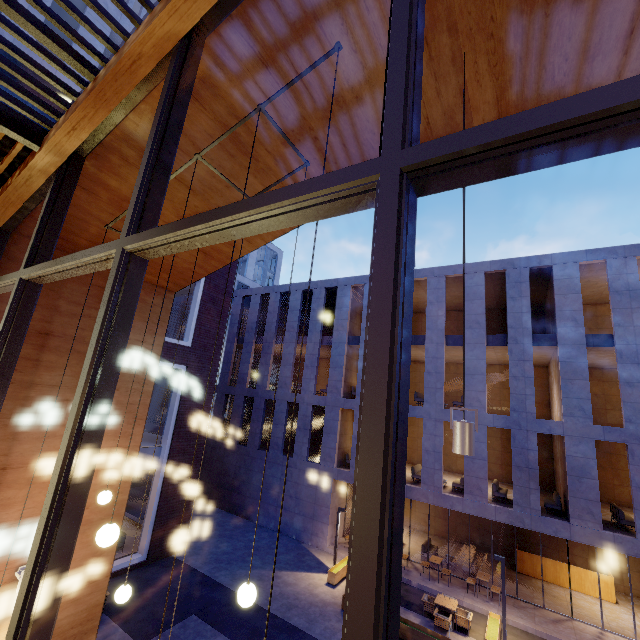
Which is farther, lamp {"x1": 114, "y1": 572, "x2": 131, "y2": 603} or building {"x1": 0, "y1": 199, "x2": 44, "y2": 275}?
building {"x1": 0, "y1": 199, "x2": 44, "y2": 275}

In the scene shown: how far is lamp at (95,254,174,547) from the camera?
2.98m

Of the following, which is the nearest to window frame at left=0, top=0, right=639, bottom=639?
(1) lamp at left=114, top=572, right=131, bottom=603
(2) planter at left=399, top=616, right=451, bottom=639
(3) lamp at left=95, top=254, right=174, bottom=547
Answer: (3) lamp at left=95, top=254, right=174, bottom=547

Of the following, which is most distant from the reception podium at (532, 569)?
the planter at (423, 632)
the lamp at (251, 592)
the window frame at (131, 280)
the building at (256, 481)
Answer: the window frame at (131, 280)

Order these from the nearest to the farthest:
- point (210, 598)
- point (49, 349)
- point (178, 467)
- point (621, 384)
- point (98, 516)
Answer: point (49, 349) → point (98, 516) → point (210, 598) → point (621, 384) → point (178, 467)

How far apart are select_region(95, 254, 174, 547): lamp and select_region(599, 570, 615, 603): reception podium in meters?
22.0

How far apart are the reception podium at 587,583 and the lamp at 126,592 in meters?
21.0

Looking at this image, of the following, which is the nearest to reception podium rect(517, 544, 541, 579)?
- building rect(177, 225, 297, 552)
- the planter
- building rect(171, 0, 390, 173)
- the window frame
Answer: building rect(177, 225, 297, 552)
